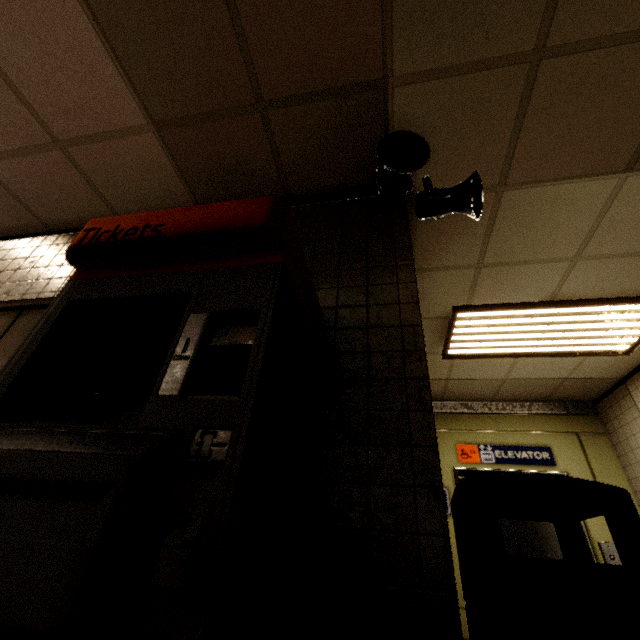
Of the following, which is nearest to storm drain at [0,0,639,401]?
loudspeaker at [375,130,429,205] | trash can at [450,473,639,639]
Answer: loudspeaker at [375,130,429,205]

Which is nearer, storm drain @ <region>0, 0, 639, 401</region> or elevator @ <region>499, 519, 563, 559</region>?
storm drain @ <region>0, 0, 639, 401</region>

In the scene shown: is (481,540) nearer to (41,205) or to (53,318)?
(53,318)

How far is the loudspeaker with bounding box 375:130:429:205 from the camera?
1.84m

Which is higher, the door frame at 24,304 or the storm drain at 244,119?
the storm drain at 244,119

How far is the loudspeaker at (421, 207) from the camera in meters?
2.0 m

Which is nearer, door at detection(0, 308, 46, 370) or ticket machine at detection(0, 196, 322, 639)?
ticket machine at detection(0, 196, 322, 639)

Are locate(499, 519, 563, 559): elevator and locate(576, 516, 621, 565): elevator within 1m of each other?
yes
